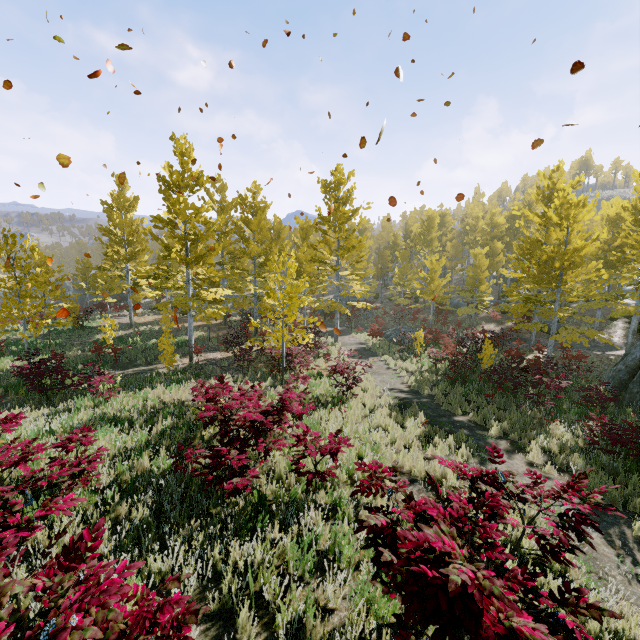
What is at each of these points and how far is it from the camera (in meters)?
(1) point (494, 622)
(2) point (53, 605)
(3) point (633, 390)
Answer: (1) instancedfoliageactor, 2.00
(2) instancedfoliageactor, 2.05
(3) rock, 12.59

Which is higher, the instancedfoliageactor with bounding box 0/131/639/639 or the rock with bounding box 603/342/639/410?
the instancedfoliageactor with bounding box 0/131/639/639

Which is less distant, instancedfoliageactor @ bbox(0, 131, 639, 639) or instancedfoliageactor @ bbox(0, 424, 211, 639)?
instancedfoliageactor @ bbox(0, 424, 211, 639)

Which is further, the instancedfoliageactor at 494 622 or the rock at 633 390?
the rock at 633 390

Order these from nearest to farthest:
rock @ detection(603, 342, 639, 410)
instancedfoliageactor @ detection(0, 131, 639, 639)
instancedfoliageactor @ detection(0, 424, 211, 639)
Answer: instancedfoliageactor @ detection(0, 424, 211, 639) → instancedfoliageactor @ detection(0, 131, 639, 639) → rock @ detection(603, 342, 639, 410)

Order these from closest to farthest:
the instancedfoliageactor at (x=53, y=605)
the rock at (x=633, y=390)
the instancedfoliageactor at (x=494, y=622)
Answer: the instancedfoliageactor at (x=53, y=605)
the instancedfoliageactor at (x=494, y=622)
the rock at (x=633, y=390)

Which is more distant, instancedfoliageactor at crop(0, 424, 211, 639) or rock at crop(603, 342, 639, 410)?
rock at crop(603, 342, 639, 410)
